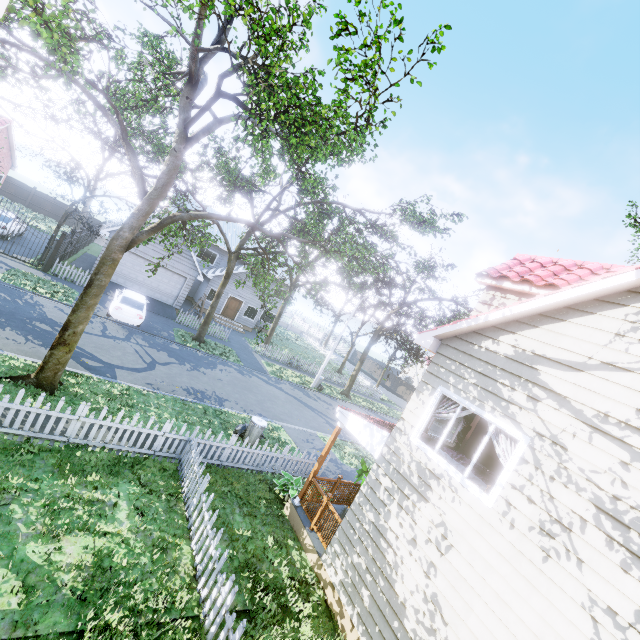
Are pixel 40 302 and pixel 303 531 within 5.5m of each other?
no

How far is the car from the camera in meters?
16.9 m

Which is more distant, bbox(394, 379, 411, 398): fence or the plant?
bbox(394, 379, 411, 398): fence

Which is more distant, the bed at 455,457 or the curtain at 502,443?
the bed at 455,457

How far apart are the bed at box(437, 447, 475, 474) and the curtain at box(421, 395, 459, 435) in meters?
1.0 m

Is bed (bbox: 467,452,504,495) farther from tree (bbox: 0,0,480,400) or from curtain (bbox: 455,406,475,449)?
tree (bbox: 0,0,480,400)

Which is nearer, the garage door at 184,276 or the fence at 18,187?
the garage door at 184,276

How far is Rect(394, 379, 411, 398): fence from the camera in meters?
46.9 m
